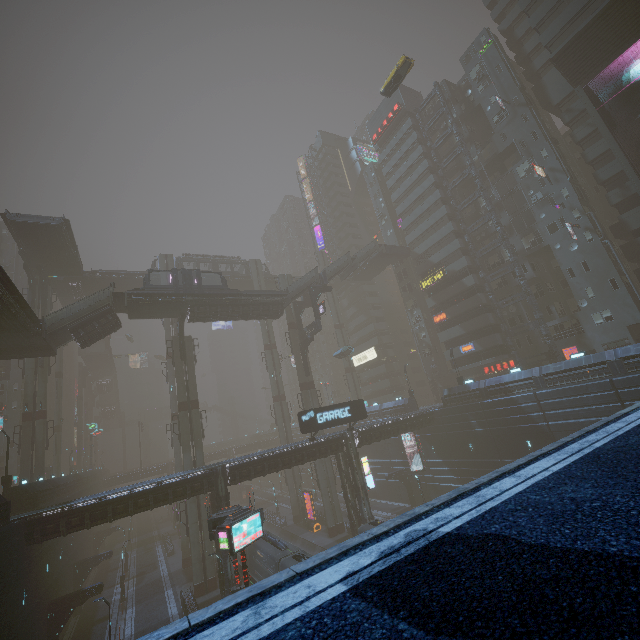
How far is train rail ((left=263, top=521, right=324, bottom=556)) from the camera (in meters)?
37.89

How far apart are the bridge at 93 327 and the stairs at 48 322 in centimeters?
1cm

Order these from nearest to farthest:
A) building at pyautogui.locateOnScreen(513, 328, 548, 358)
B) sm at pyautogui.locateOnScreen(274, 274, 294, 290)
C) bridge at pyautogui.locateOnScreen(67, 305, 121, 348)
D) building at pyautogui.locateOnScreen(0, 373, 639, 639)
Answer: building at pyautogui.locateOnScreen(0, 373, 639, 639), bridge at pyautogui.locateOnScreen(67, 305, 121, 348), building at pyautogui.locateOnScreen(513, 328, 548, 358), sm at pyautogui.locateOnScreen(274, 274, 294, 290)

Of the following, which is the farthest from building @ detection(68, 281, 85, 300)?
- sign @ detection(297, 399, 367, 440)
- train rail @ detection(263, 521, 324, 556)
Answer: train rail @ detection(263, 521, 324, 556)

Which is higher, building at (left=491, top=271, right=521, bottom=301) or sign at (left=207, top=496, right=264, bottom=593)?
building at (left=491, top=271, right=521, bottom=301)

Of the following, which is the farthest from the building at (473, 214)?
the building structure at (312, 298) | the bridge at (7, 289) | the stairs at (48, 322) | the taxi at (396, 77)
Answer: the taxi at (396, 77)

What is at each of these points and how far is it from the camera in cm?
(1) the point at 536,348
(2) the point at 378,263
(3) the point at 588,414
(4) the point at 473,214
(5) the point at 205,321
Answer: (1) building, 4159
(2) bridge, 5850
(3) building, 2672
(4) building, 4841
(5) building, 3859

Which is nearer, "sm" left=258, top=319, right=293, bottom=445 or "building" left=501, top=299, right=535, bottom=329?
"building" left=501, top=299, right=535, bottom=329
